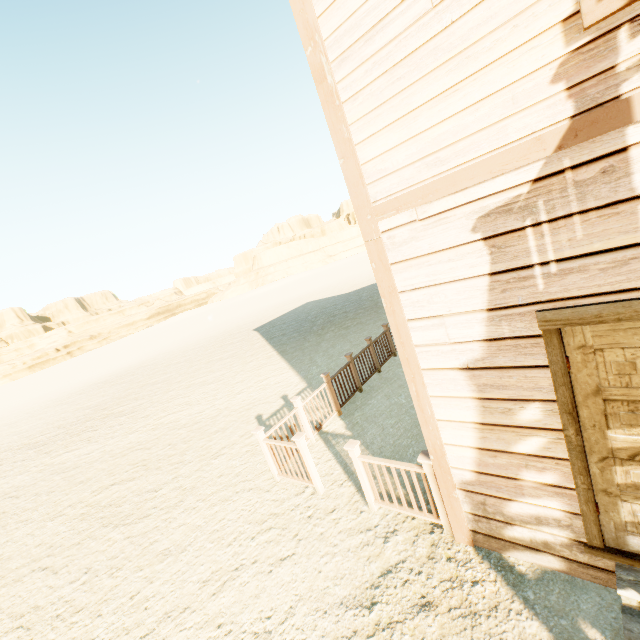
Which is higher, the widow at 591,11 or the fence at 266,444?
the widow at 591,11

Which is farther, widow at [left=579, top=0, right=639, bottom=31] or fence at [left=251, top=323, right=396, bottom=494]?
fence at [left=251, top=323, right=396, bottom=494]

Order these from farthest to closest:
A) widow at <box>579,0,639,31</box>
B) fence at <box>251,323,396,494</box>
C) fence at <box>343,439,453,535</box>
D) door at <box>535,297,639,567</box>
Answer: fence at <box>251,323,396,494</box>
fence at <box>343,439,453,535</box>
door at <box>535,297,639,567</box>
widow at <box>579,0,639,31</box>

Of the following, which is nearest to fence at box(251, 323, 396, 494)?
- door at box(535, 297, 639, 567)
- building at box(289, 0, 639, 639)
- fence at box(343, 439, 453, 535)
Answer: building at box(289, 0, 639, 639)

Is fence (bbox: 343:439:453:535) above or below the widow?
below

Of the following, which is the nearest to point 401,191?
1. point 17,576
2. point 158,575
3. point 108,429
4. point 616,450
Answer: point 616,450

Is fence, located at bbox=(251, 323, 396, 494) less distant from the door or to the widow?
the door

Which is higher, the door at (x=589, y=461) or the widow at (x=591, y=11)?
the widow at (x=591, y=11)
